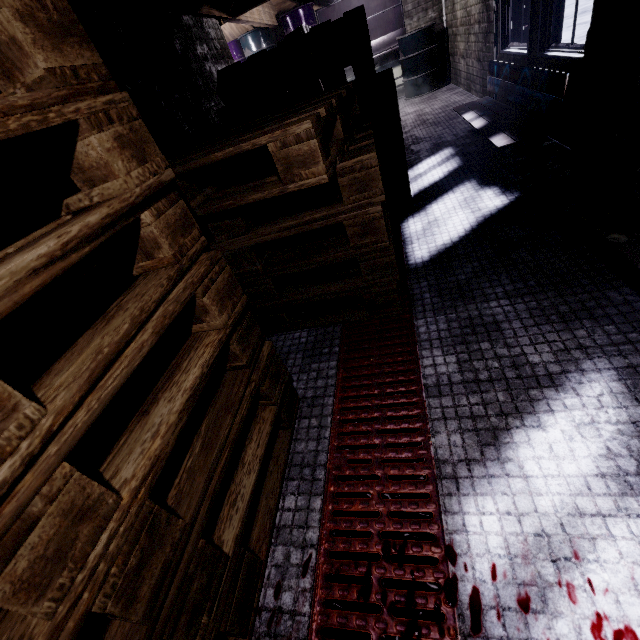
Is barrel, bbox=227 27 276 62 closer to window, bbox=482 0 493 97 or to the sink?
the sink

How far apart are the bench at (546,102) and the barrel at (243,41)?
3.9m

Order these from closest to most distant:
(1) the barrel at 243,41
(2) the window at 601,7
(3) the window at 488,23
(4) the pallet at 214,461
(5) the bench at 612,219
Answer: (4) the pallet at 214,461, (5) the bench at 612,219, (2) the window at 601,7, (3) the window at 488,23, (1) the barrel at 243,41

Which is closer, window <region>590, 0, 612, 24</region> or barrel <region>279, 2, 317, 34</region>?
window <region>590, 0, 612, 24</region>

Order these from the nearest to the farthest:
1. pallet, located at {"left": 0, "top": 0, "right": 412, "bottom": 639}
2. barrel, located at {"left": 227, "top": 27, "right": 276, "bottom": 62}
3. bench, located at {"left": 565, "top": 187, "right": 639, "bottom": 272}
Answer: pallet, located at {"left": 0, "top": 0, "right": 412, "bottom": 639}, bench, located at {"left": 565, "top": 187, "right": 639, "bottom": 272}, barrel, located at {"left": 227, "top": 27, "right": 276, "bottom": 62}

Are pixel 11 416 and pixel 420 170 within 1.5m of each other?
no

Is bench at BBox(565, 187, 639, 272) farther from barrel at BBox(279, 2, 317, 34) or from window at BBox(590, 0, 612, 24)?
barrel at BBox(279, 2, 317, 34)
